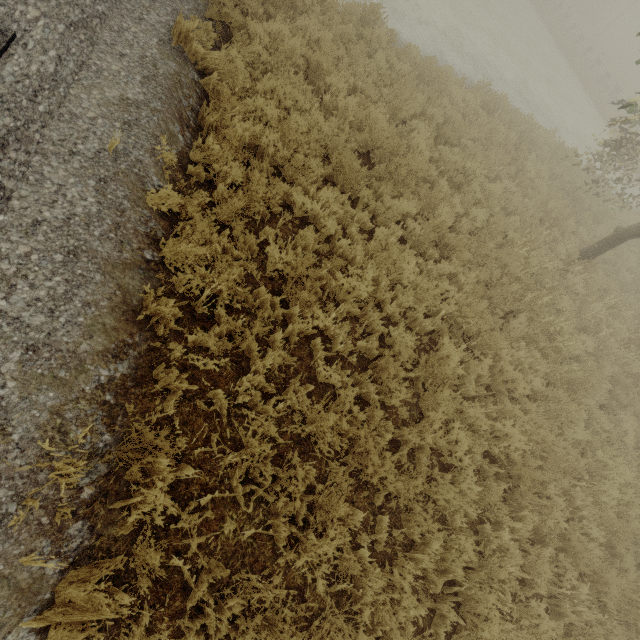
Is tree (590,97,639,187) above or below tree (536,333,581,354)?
above

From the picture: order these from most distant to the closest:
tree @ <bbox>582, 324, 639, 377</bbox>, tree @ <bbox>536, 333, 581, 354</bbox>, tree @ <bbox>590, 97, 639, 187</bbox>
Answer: tree @ <bbox>590, 97, 639, 187</bbox>
tree @ <bbox>582, 324, 639, 377</bbox>
tree @ <bbox>536, 333, 581, 354</bbox>

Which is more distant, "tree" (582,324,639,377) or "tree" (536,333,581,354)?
"tree" (582,324,639,377)

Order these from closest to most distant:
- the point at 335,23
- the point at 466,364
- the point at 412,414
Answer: the point at 412,414 < the point at 466,364 < the point at 335,23

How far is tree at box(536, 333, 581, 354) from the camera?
6.7m

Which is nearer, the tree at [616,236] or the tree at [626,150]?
the tree at [616,236]

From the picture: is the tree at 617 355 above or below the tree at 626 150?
below
